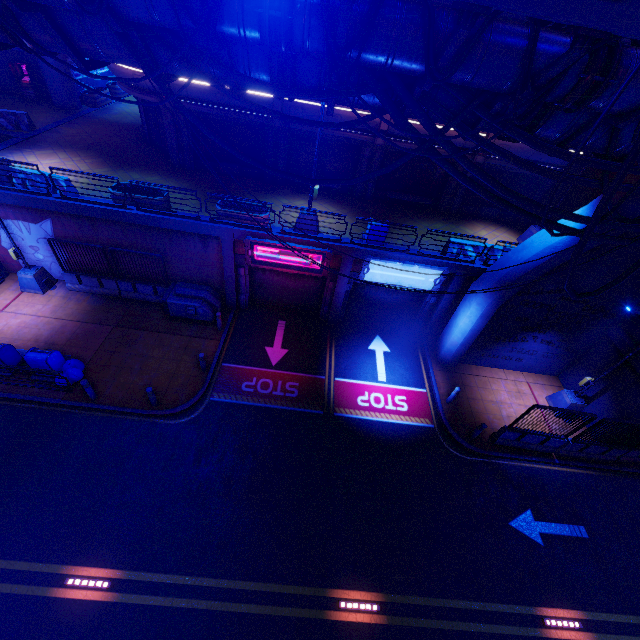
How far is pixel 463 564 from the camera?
10.30m

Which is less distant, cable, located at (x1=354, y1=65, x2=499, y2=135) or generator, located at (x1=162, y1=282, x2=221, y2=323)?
cable, located at (x1=354, y1=65, x2=499, y2=135)

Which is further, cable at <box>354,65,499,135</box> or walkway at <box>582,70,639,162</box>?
cable at <box>354,65,499,135</box>

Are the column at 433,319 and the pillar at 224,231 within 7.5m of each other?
no

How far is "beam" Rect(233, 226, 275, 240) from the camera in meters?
13.5 m

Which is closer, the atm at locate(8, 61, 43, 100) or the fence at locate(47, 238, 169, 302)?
the fence at locate(47, 238, 169, 302)

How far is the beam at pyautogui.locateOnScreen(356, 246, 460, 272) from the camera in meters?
13.8

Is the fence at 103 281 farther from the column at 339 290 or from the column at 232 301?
the column at 339 290
